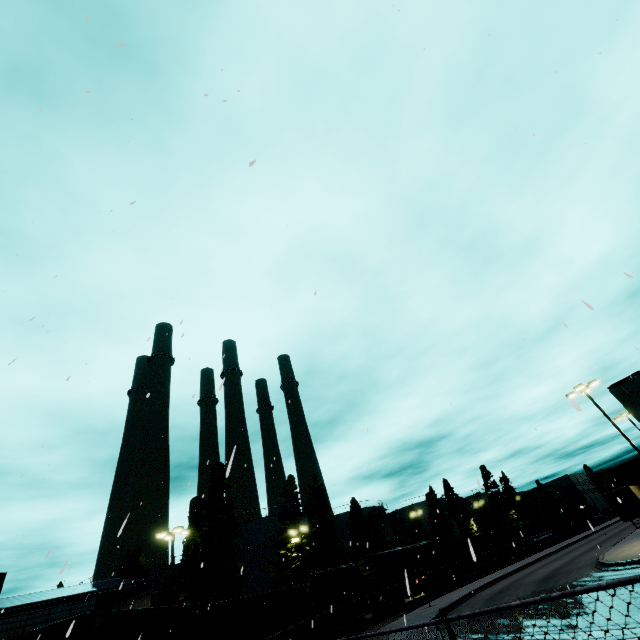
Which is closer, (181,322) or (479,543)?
(181,322)

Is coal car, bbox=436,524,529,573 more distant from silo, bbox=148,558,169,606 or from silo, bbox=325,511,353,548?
silo, bbox=148,558,169,606

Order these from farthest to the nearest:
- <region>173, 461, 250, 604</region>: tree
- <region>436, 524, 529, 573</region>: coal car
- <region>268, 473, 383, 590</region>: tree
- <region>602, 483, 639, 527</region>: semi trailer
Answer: <region>436, 524, 529, 573</region>: coal car → <region>268, 473, 383, 590</region>: tree → <region>602, 483, 639, 527</region>: semi trailer → <region>173, 461, 250, 604</region>: tree

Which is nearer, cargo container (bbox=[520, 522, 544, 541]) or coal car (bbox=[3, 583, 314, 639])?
coal car (bbox=[3, 583, 314, 639])

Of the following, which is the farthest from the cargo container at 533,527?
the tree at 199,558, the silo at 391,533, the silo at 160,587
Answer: the silo at 160,587

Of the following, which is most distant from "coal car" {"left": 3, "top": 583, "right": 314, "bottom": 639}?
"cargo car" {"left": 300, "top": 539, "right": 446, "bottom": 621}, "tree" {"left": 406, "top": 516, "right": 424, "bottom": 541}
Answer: "tree" {"left": 406, "top": 516, "right": 424, "bottom": 541}

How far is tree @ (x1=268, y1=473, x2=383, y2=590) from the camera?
36.59m

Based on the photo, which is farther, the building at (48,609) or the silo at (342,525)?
the silo at (342,525)
